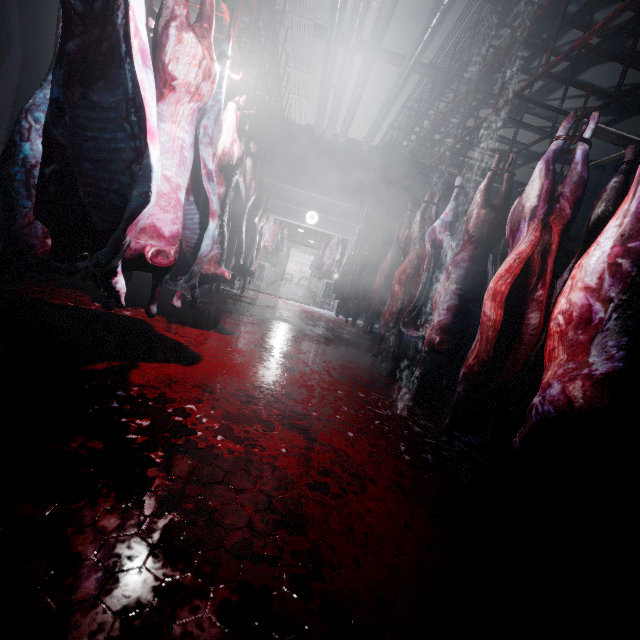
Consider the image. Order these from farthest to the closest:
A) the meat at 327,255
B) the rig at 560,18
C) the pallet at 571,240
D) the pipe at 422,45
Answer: the meat at 327,255
the pallet at 571,240
the pipe at 422,45
the rig at 560,18

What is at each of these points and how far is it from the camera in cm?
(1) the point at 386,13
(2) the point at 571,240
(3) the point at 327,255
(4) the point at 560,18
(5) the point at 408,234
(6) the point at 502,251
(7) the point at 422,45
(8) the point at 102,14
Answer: (1) pipe, 392
(2) pallet, 536
(3) meat, 926
(4) rig, 187
(5) meat, 380
(6) pallet, 578
(7) pipe, 424
(8) meat, 108

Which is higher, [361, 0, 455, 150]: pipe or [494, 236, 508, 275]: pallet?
[361, 0, 455, 150]: pipe

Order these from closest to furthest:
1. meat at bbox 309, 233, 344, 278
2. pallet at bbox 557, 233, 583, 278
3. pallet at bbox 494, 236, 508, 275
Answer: pallet at bbox 557, 233, 583, 278 → pallet at bbox 494, 236, 508, 275 → meat at bbox 309, 233, 344, 278

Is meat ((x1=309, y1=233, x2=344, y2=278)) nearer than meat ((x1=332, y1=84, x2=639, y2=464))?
No

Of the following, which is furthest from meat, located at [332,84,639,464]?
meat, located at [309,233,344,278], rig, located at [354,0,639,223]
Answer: meat, located at [309,233,344,278]

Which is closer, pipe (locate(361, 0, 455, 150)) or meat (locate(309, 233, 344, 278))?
pipe (locate(361, 0, 455, 150))

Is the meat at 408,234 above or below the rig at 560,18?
below
